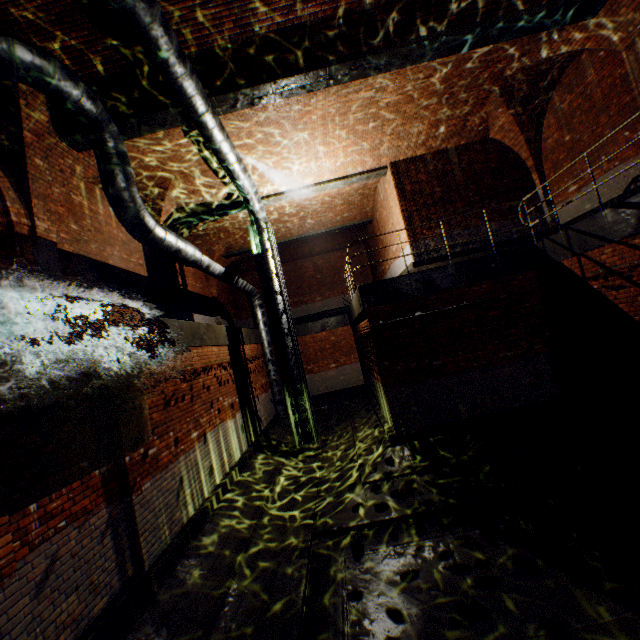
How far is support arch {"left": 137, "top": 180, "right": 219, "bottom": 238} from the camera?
10.39m

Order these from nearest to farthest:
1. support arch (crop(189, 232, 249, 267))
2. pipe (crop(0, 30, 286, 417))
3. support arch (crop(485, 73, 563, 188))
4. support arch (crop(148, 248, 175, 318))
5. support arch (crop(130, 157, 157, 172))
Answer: pipe (crop(0, 30, 286, 417))
support arch (crop(130, 157, 157, 172))
support arch (crop(485, 73, 563, 188))
support arch (crop(148, 248, 175, 318))
support arch (crop(189, 232, 249, 267))

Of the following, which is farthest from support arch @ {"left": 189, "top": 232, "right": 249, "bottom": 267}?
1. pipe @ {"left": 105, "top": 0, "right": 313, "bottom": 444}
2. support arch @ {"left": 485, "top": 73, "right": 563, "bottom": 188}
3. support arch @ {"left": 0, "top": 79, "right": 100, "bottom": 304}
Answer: support arch @ {"left": 485, "top": 73, "right": 563, "bottom": 188}

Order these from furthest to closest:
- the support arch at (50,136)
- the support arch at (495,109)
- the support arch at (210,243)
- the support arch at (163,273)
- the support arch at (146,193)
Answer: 1. the support arch at (210,243)
2. the support arch at (163,273)
3. the support arch at (146,193)
4. the support arch at (495,109)
5. the support arch at (50,136)

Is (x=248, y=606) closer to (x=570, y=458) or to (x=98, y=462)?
(x=98, y=462)

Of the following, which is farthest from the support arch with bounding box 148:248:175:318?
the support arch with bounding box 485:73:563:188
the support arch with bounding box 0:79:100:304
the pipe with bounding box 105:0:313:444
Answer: the support arch with bounding box 485:73:563:188

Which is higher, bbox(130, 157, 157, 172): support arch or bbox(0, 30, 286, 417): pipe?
bbox(130, 157, 157, 172): support arch

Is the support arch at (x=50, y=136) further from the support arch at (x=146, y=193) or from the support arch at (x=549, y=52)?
the support arch at (x=549, y=52)
